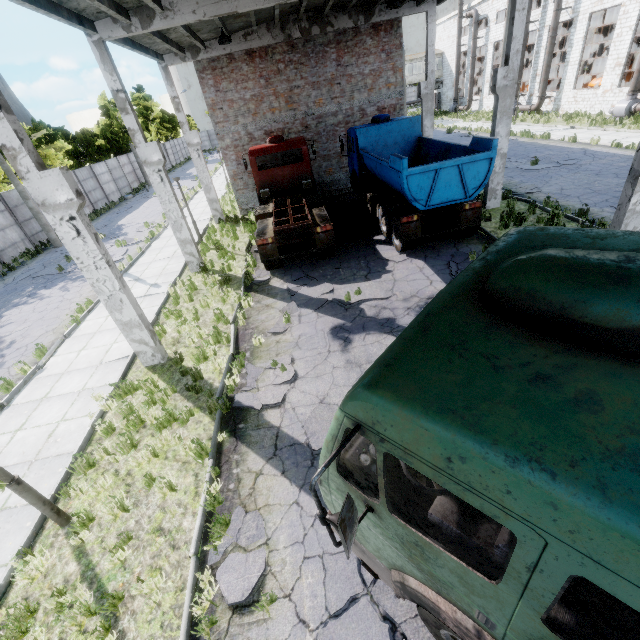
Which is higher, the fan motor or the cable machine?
the cable machine

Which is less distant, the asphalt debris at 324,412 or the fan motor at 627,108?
the asphalt debris at 324,412

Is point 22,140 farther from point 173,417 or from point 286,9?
point 286,9

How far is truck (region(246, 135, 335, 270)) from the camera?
11.3 meters

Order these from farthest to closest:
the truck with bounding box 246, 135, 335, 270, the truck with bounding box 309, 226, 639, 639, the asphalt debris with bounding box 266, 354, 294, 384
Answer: the truck with bounding box 246, 135, 335, 270 → the asphalt debris with bounding box 266, 354, 294, 384 → the truck with bounding box 309, 226, 639, 639

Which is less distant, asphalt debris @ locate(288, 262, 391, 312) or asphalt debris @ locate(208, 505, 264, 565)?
asphalt debris @ locate(208, 505, 264, 565)

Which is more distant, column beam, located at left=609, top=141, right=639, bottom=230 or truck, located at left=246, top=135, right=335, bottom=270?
truck, located at left=246, top=135, right=335, bottom=270

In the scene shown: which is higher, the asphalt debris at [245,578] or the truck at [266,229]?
the truck at [266,229]
